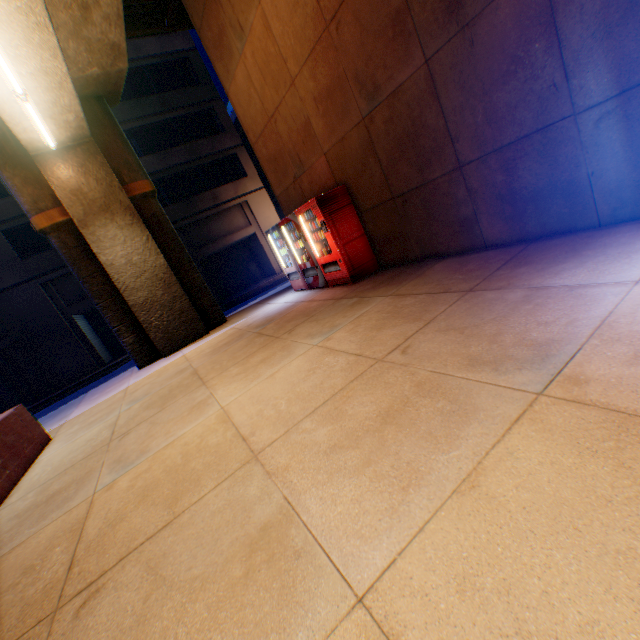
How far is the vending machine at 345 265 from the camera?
6.99m

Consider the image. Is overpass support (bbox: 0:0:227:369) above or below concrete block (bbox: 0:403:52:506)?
above

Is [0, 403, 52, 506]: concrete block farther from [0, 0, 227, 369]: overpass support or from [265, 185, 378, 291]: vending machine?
[265, 185, 378, 291]: vending machine

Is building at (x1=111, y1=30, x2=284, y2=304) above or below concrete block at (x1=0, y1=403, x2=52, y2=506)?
above

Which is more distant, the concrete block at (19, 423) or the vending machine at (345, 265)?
the vending machine at (345, 265)

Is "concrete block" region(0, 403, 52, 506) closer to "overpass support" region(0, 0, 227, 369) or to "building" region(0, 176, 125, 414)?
"overpass support" region(0, 0, 227, 369)

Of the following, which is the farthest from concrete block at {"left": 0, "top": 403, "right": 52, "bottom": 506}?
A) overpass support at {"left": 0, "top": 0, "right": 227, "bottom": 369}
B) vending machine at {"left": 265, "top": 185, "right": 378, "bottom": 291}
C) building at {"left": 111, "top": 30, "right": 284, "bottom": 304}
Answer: building at {"left": 111, "top": 30, "right": 284, "bottom": 304}

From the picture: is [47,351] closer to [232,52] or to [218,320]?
[218,320]
